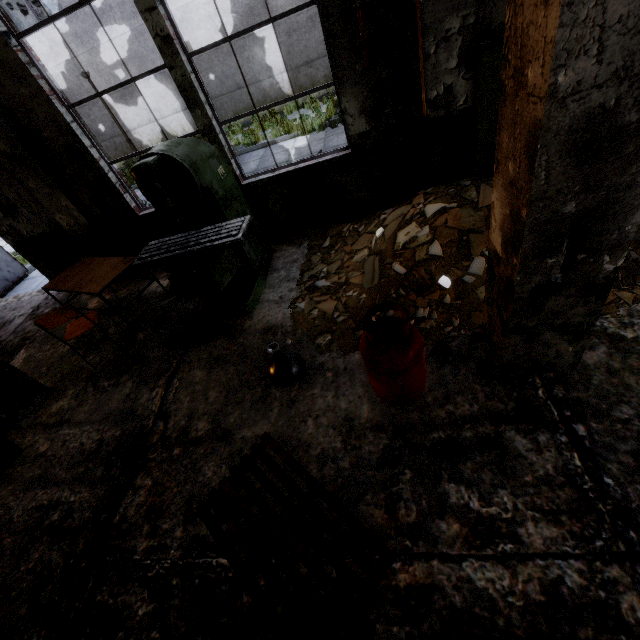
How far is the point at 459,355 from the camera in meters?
2.9 m

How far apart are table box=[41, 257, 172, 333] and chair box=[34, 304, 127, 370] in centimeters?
15cm

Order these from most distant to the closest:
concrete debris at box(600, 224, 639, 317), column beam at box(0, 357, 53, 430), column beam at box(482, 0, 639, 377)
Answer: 1. column beam at box(0, 357, 53, 430)
2. concrete debris at box(600, 224, 639, 317)
3. column beam at box(482, 0, 639, 377)

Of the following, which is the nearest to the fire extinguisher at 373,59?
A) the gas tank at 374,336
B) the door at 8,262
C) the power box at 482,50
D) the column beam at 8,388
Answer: the power box at 482,50

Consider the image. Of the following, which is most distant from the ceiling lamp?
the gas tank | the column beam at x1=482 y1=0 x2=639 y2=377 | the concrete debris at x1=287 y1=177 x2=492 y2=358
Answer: the column beam at x1=482 y1=0 x2=639 y2=377

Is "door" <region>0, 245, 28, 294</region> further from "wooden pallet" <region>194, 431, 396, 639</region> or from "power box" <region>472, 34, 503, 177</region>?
"power box" <region>472, 34, 503, 177</region>

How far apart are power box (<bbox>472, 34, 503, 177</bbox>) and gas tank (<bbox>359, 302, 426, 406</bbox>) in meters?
3.0 m

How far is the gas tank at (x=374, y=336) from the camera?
2.3m
